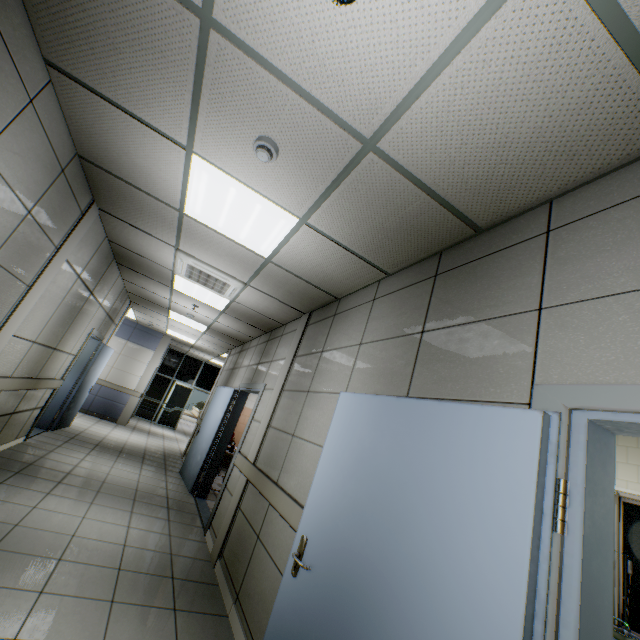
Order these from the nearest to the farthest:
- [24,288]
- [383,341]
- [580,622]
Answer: [580,622]
[383,341]
[24,288]

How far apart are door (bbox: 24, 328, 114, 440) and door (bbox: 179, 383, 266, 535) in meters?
2.7 m

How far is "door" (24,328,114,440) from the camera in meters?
6.2 m

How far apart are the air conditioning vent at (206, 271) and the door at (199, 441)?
1.5 meters

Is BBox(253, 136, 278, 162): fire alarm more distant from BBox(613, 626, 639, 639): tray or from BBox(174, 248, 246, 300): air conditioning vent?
BBox(613, 626, 639, 639): tray

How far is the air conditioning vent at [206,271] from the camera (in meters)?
4.30

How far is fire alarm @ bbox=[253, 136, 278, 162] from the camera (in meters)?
2.06

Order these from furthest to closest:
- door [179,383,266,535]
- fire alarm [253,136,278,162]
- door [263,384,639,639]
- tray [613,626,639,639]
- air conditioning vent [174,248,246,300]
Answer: door [179,383,266,535] < air conditioning vent [174,248,246,300] < tray [613,626,639,639] < fire alarm [253,136,278,162] < door [263,384,639,639]
